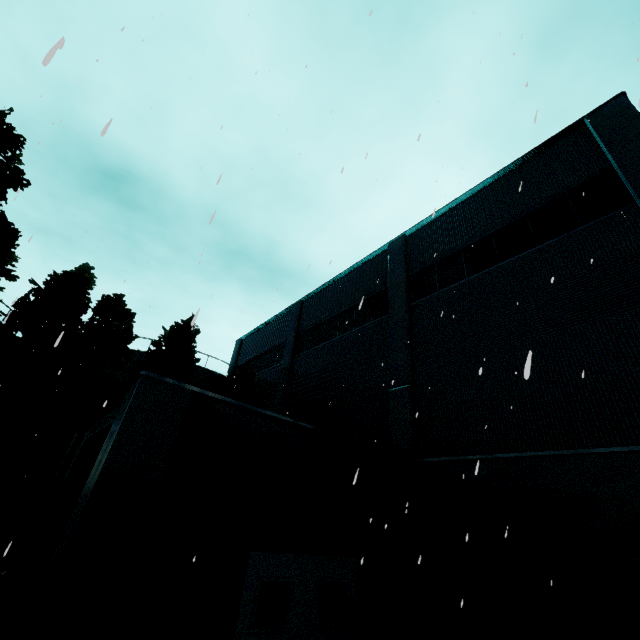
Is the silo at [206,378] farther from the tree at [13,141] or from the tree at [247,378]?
the tree at [247,378]

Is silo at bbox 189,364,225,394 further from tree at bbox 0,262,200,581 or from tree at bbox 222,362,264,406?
tree at bbox 0,262,200,581

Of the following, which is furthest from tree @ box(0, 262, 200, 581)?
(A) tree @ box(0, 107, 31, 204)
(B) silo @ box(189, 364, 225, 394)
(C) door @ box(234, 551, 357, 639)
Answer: (C) door @ box(234, 551, 357, 639)

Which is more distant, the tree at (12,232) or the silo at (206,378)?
the silo at (206,378)

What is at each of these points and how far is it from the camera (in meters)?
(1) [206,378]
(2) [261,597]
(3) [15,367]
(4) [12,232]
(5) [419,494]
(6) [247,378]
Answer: (1) silo, 24.20
(2) door, 6.01
(3) tree, 13.68
(4) tree, 11.96
(5) building, 9.41
(6) tree, 19.83

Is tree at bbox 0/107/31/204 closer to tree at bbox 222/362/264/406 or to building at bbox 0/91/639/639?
building at bbox 0/91/639/639

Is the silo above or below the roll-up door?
above
